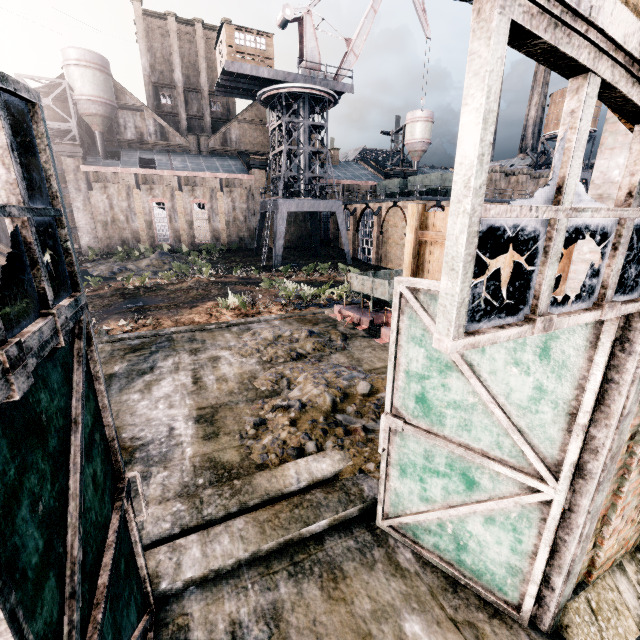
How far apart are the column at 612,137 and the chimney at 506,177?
Result: 51.5 meters

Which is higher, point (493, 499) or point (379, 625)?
point (493, 499)

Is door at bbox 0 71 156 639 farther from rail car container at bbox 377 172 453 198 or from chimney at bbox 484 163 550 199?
chimney at bbox 484 163 550 199

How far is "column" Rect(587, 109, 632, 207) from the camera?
3.0m

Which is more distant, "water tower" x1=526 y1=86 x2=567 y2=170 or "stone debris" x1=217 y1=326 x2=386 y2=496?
"water tower" x1=526 y1=86 x2=567 y2=170

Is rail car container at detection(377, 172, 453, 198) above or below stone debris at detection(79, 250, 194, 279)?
above

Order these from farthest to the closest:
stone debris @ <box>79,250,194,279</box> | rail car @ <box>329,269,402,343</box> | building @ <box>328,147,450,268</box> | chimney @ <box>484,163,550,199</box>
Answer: chimney @ <box>484,163,550,199</box>, building @ <box>328,147,450,268</box>, stone debris @ <box>79,250,194,279</box>, rail car @ <box>329,269,402,343</box>

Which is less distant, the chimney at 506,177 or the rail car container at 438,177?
the rail car container at 438,177
